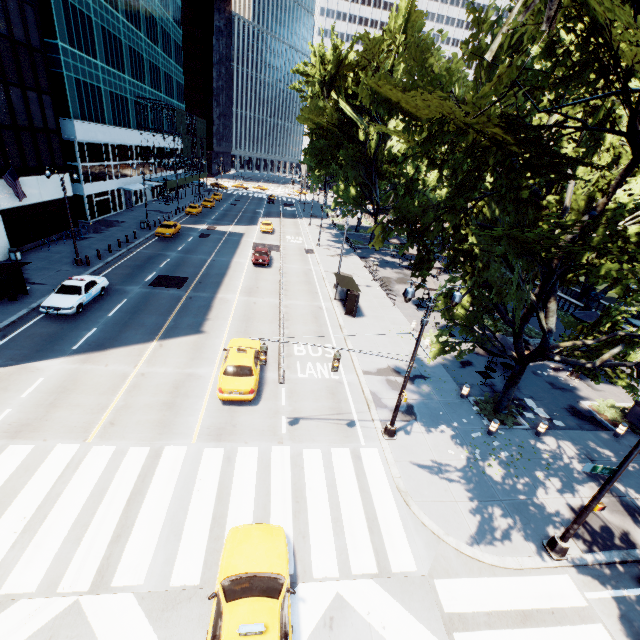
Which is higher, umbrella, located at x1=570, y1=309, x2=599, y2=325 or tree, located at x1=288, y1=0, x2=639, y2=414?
tree, located at x1=288, y1=0, x2=639, y2=414

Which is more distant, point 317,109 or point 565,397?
point 317,109

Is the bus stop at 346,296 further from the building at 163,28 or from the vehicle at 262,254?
the building at 163,28

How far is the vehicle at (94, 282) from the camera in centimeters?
1958cm

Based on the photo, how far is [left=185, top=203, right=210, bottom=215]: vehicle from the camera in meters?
51.7 m

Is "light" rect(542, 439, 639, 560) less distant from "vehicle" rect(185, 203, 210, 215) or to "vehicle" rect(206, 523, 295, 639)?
"vehicle" rect(206, 523, 295, 639)

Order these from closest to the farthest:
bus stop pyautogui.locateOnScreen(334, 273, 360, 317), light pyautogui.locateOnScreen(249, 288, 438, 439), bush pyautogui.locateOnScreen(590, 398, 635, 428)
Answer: light pyautogui.locateOnScreen(249, 288, 438, 439) → bush pyautogui.locateOnScreen(590, 398, 635, 428) → bus stop pyautogui.locateOnScreen(334, 273, 360, 317)

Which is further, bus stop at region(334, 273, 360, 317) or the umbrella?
the umbrella
